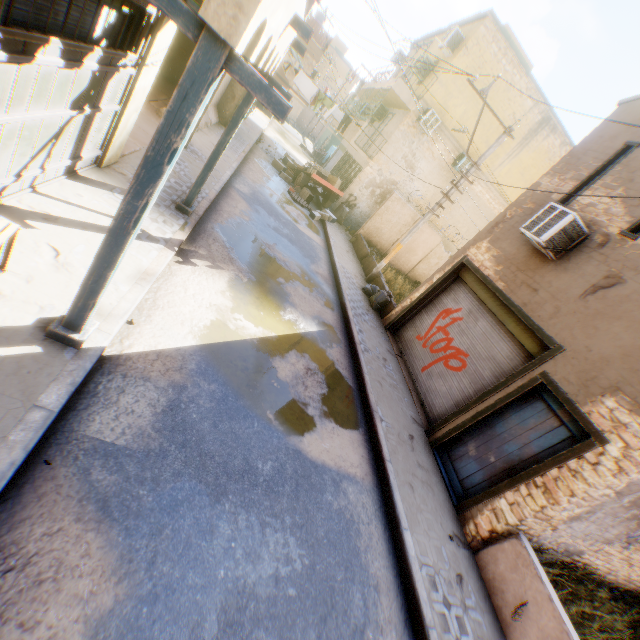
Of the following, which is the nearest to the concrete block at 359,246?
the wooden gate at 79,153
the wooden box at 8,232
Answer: the wooden gate at 79,153

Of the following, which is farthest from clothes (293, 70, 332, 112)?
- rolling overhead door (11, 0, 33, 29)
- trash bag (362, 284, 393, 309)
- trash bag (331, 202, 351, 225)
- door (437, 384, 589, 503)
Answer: door (437, 384, 589, 503)

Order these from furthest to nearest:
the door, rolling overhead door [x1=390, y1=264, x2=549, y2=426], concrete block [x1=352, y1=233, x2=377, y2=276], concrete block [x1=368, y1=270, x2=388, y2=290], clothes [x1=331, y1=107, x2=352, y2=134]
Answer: clothes [x1=331, y1=107, x2=352, y2=134] → concrete block [x1=352, y1=233, x2=377, y2=276] → concrete block [x1=368, y1=270, x2=388, y2=290] → rolling overhead door [x1=390, y1=264, x2=549, y2=426] → the door

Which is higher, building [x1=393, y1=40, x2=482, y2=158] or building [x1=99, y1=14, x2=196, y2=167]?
building [x1=393, y1=40, x2=482, y2=158]

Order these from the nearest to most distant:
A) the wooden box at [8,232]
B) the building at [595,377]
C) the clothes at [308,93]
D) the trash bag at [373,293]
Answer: the wooden box at [8,232]
the building at [595,377]
the trash bag at [373,293]
the clothes at [308,93]

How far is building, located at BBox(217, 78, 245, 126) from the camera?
14.7m

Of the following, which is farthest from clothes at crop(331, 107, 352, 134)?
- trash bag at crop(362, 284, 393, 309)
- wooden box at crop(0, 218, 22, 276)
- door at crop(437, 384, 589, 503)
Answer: wooden box at crop(0, 218, 22, 276)

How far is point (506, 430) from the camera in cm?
636
